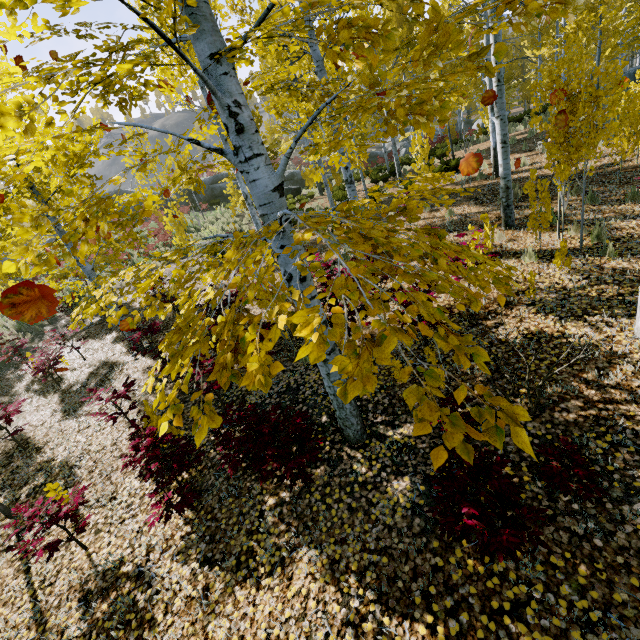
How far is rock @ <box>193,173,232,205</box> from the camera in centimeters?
2795cm

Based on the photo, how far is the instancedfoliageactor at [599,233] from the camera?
5.7m

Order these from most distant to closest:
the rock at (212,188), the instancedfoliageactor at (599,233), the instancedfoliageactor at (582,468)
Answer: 1. the rock at (212,188)
2. the instancedfoliageactor at (599,233)
3. the instancedfoliageactor at (582,468)

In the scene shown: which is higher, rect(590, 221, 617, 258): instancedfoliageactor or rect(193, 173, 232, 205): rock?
rect(193, 173, 232, 205): rock

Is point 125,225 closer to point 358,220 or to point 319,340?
point 358,220

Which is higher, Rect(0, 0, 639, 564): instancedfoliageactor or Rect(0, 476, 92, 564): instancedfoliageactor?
Rect(0, 0, 639, 564): instancedfoliageactor

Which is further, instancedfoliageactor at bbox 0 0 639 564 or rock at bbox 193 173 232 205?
rock at bbox 193 173 232 205
